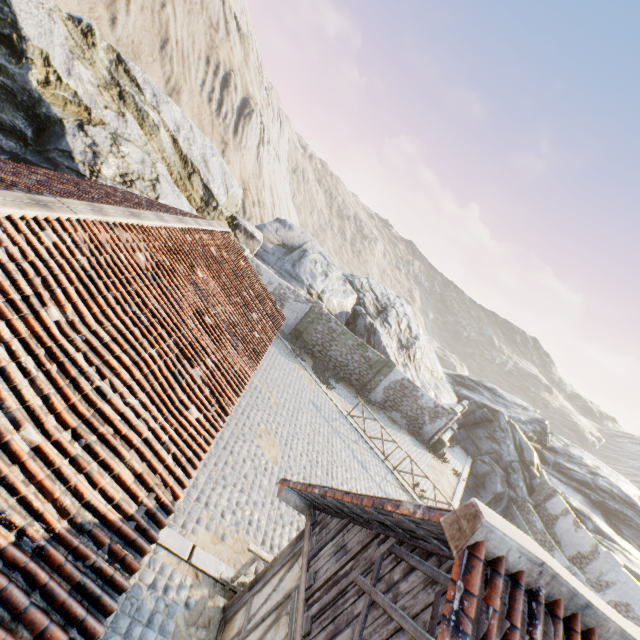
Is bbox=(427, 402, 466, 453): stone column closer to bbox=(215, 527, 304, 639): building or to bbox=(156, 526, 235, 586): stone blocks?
bbox=(156, 526, 235, 586): stone blocks

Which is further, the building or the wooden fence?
the wooden fence

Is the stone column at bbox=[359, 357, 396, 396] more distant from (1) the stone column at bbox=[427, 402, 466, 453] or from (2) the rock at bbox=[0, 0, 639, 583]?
(1) the stone column at bbox=[427, 402, 466, 453]

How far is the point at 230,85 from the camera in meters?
39.1 m

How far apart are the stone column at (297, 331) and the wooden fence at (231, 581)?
15.3m

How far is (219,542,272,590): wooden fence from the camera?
6.4 meters

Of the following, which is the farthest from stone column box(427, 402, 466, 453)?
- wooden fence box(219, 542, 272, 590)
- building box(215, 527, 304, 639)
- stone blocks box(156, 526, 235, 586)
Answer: building box(215, 527, 304, 639)

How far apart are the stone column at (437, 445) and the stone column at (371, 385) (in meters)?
5.10
